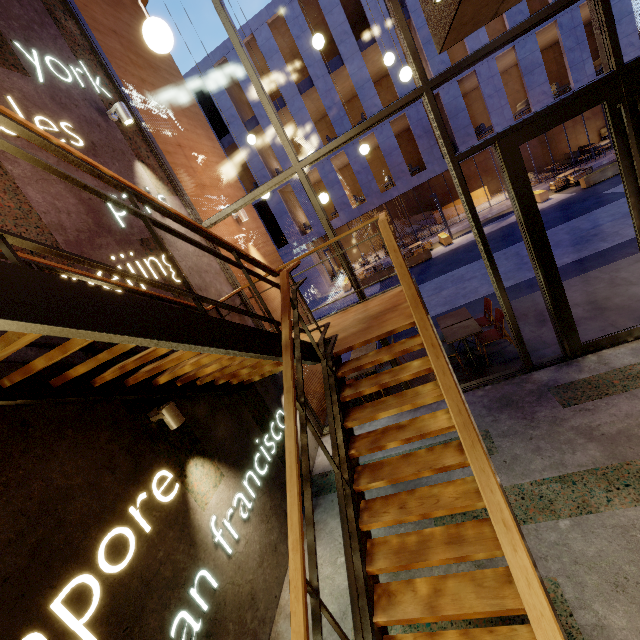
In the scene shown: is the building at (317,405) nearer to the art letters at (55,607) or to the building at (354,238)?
the art letters at (55,607)

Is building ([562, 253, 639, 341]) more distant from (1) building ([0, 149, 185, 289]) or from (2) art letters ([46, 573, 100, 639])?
(2) art letters ([46, 573, 100, 639])

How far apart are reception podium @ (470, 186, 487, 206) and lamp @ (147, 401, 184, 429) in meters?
25.6 m

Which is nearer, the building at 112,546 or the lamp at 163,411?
the building at 112,546

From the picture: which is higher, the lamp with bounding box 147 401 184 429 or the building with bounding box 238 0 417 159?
the building with bounding box 238 0 417 159

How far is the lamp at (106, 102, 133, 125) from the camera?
4.5 meters

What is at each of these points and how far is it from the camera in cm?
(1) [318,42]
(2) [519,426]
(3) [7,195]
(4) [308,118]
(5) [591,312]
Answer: (1) lamp, 501
(2) building, 447
(3) building, 290
(4) building, 1964
(5) building, 596

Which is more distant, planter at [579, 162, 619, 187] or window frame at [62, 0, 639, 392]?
planter at [579, 162, 619, 187]
